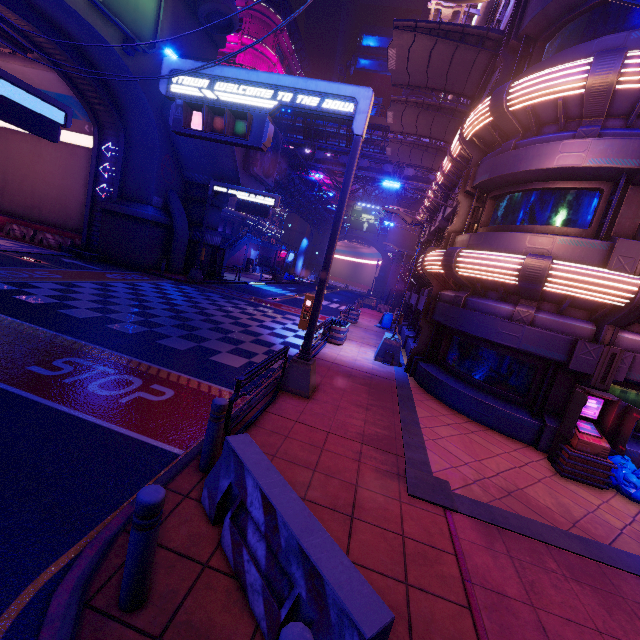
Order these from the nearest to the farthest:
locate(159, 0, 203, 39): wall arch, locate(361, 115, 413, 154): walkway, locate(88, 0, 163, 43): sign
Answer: locate(88, 0, 163, 43): sign < locate(159, 0, 203, 39): wall arch < locate(361, 115, 413, 154): walkway

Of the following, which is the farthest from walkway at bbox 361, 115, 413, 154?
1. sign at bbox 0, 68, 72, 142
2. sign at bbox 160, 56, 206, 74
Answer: sign at bbox 0, 68, 72, 142

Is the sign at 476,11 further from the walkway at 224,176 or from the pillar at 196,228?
the pillar at 196,228

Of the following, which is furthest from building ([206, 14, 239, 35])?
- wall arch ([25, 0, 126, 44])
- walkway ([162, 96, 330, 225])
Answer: walkway ([162, 96, 330, 225])

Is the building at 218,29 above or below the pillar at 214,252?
above

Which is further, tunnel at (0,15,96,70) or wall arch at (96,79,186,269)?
wall arch at (96,79,186,269)

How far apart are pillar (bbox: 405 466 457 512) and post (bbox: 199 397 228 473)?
3.0 meters

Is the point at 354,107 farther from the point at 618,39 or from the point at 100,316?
the point at 100,316
